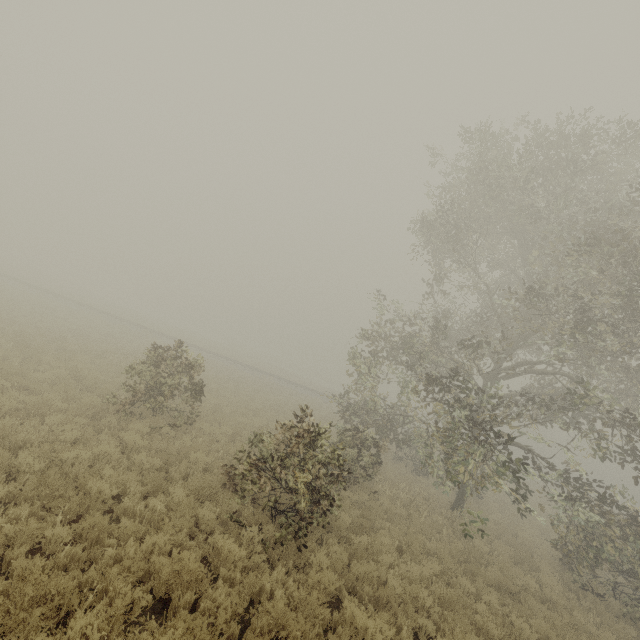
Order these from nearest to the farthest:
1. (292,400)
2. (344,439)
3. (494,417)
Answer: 1. (494,417)
2. (344,439)
3. (292,400)
